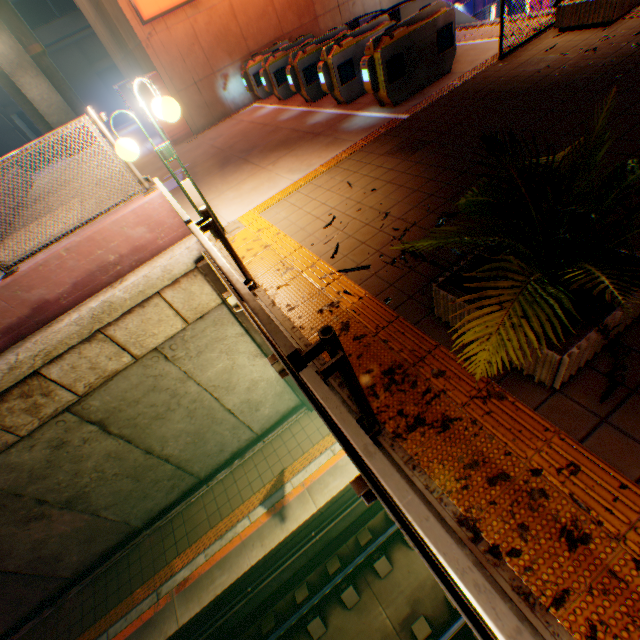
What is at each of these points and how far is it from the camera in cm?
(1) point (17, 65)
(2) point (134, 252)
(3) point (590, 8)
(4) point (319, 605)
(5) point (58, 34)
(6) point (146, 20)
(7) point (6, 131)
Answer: (1) overpass support, 1738
(2) concrete block, 558
(3) flower bed, 590
(4) railway, 779
(5) building, 2481
(6) sign, 965
(7) building, 2595

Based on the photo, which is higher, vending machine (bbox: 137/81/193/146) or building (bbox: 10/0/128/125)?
building (bbox: 10/0/128/125)

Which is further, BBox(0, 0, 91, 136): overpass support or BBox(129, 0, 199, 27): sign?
BBox(0, 0, 91, 136): overpass support

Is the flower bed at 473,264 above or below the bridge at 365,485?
above

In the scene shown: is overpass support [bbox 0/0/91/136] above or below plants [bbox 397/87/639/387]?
above

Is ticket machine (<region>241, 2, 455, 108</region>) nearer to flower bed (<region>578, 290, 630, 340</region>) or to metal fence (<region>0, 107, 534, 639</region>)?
metal fence (<region>0, 107, 534, 639</region>)

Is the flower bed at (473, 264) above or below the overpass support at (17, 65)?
below

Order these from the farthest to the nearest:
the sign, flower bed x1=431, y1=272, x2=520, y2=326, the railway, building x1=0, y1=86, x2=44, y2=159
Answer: building x1=0, y1=86, x2=44, y2=159 < the sign < the railway < flower bed x1=431, y1=272, x2=520, y2=326
